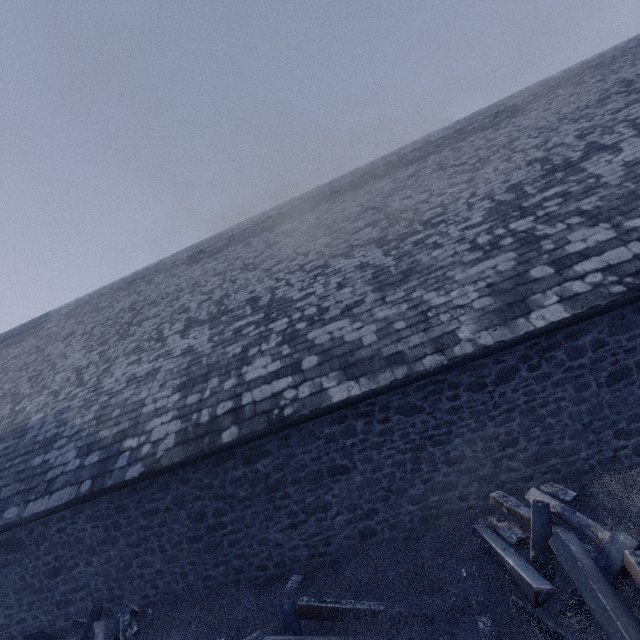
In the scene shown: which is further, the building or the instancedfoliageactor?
the building

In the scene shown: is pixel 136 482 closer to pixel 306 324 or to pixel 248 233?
pixel 306 324

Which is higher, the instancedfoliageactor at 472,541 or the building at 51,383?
the building at 51,383

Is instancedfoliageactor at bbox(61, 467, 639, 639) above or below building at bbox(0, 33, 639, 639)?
below

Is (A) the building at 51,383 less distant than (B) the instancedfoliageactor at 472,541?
No
